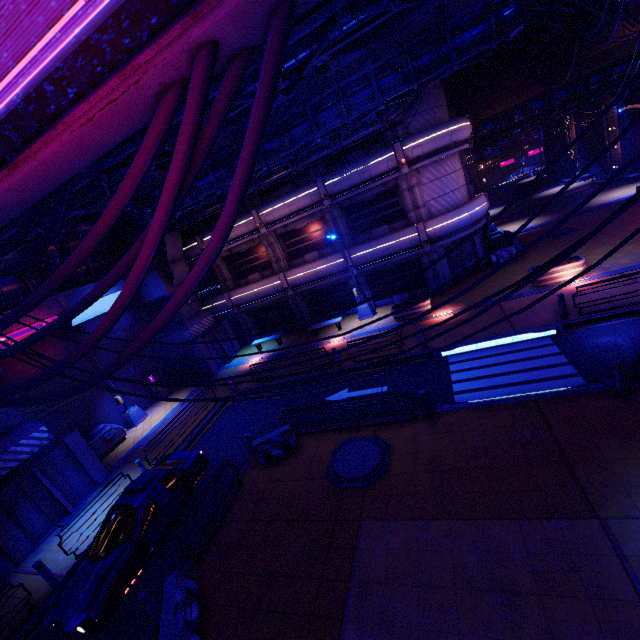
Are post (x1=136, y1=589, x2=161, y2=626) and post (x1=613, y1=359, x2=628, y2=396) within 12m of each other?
no

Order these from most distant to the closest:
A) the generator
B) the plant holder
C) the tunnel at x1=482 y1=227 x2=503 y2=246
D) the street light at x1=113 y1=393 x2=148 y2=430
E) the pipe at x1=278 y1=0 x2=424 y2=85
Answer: the tunnel at x1=482 y1=227 x2=503 y2=246 < the street light at x1=113 y1=393 x2=148 y2=430 < the generator < the plant holder < the pipe at x1=278 y1=0 x2=424 y2=85

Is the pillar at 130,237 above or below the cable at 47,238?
above

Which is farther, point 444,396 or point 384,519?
point 444,396

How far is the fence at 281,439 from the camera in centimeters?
1152cm

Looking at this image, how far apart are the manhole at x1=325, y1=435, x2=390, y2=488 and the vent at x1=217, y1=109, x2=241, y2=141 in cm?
1124

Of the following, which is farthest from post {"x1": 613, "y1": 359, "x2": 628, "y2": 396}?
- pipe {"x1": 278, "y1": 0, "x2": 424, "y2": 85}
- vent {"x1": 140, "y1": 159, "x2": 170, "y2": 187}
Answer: vent {"x1": 140, "y1": 159, "x2": 170, "y2": 187}

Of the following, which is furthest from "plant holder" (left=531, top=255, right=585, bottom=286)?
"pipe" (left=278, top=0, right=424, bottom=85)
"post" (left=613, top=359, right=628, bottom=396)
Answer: "pipe" (left=278, top=0, right=424, bottom=85)
